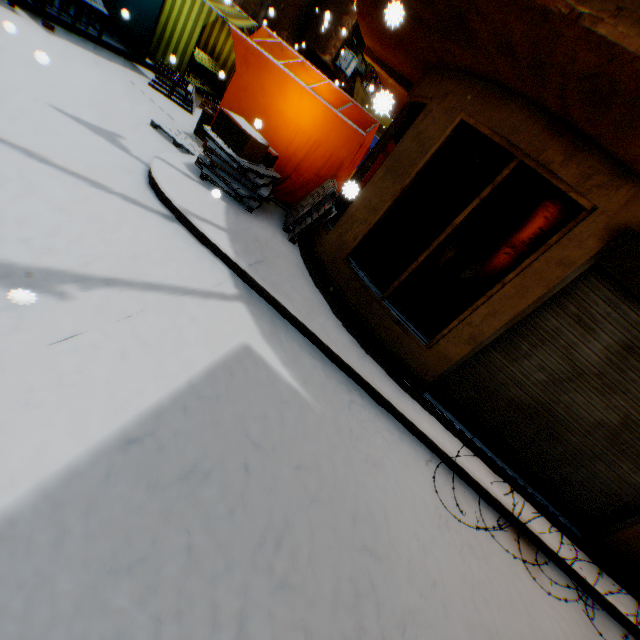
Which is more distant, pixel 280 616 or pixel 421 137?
pixel 421 137

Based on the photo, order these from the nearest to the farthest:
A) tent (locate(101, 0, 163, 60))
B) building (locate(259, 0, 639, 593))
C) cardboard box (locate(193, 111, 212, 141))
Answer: building (locate(259, 0, 639, 593)) < cardboard box (locate(193, 111, 212, 141)) < tent (locate(101, 0, 163, 60))

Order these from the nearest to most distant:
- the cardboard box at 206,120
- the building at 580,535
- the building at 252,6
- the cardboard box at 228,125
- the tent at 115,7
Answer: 1. the building at 580,535
2. the cardboard box at 228,125
3. the cardboard box at 206,120
4. the tent at 115,7
5. the building at 252,6

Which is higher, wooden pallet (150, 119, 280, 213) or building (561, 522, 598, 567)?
wooden pallet (150, 119, 280, 213)

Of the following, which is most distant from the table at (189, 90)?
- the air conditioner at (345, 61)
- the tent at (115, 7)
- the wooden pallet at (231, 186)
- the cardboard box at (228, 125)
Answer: the air conditioner at (345, 61)

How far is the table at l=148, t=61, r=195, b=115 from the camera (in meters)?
8.12

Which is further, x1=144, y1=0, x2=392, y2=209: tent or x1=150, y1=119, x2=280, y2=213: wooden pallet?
x1=144, y1=0, x2=392, y2=209: tent

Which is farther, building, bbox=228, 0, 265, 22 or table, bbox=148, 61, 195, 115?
building, bbox=228, 0, 265, 22
